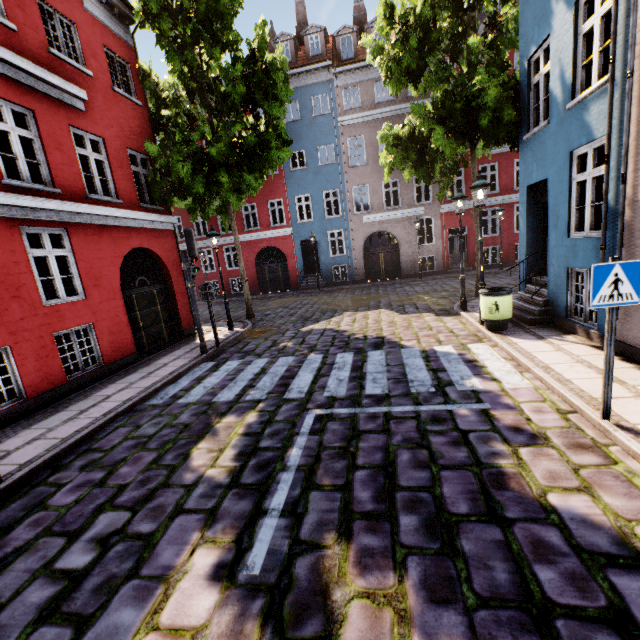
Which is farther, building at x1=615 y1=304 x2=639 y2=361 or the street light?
the street light

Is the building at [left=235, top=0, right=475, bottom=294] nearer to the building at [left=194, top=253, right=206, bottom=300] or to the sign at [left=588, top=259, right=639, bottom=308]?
the sign at [left=588, top=259, right=639, bottom=308]

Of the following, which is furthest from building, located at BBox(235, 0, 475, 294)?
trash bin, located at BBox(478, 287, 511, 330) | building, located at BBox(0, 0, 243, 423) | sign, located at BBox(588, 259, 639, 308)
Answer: building, located at BBox(0, 0, 243, 423)

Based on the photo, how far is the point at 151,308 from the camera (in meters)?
11.01

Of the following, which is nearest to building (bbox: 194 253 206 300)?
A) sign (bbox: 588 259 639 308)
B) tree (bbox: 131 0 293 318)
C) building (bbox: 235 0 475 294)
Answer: tree (bbox: 131 0 293 318)

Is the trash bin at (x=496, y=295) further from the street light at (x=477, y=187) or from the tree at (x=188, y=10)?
the tree at (x=188, y=10)

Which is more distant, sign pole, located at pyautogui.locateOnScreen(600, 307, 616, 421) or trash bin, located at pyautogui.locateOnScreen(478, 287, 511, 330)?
trash bin, located at pyautogui.locateOnScreen(478, 287, 511, 330)

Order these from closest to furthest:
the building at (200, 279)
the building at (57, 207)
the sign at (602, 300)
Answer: the sign at (602, 300), the building at (57, 207), the building at (200, 279)
